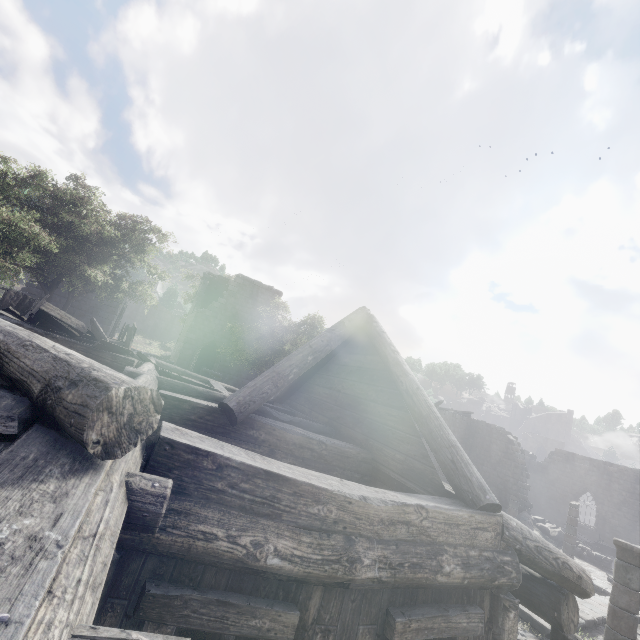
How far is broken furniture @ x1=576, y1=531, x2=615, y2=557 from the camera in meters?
23.9

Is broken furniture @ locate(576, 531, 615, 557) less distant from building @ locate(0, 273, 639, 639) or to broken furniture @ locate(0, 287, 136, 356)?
building @ locate(0, 273, 639, 639)

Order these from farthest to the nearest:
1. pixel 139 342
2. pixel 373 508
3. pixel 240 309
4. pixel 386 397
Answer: pixel 139 342 < pixel 240 309 < pixel 386 397 < pixel 373 508

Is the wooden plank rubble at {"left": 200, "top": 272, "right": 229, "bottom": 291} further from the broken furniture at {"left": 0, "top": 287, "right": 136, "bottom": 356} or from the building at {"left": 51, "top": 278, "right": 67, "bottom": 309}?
the broken furniture at {"left": 0, "top": 287, "right": 136, "bottom": 356}

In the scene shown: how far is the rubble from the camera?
21.6 meters

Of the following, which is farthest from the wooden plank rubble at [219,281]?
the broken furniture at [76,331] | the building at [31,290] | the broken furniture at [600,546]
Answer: the broken furniture at [600,546]

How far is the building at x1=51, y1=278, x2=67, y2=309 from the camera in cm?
2027

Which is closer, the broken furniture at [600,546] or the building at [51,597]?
the building at [51,597]
